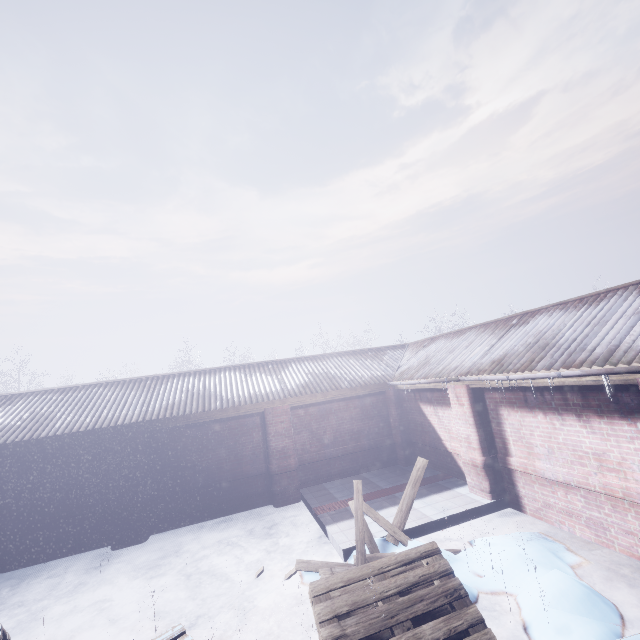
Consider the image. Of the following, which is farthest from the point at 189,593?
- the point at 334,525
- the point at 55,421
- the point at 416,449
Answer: the point at 416,449

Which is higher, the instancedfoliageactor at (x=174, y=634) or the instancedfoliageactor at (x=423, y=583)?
the instancedfoliageactor at (x=174, y=634)

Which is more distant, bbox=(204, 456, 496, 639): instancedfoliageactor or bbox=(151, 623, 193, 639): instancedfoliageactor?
bbox=(204, 456, 496, 639): instancedfoliageactor

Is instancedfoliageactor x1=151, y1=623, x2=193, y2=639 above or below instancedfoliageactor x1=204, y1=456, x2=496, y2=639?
above

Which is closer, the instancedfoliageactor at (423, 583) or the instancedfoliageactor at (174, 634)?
the instancedfoliageactor at (174, 634)
